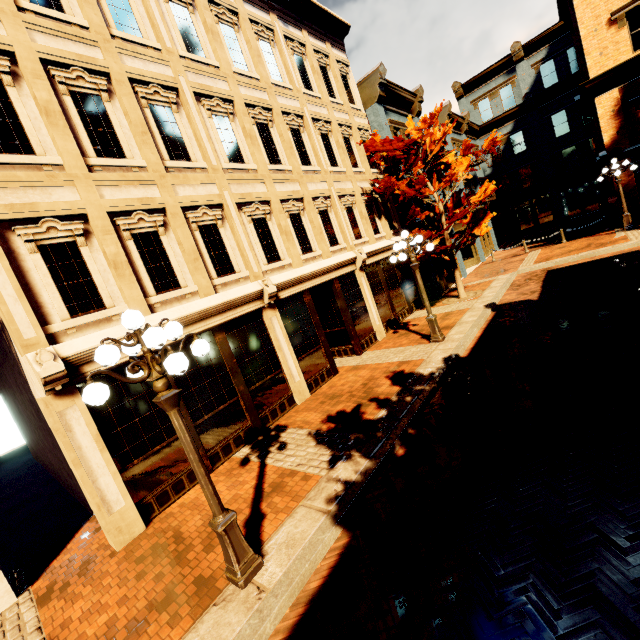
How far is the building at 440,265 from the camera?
16.5 meters

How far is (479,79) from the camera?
28.52m

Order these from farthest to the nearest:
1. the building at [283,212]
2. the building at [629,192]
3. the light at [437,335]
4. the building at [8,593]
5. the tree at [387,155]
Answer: the building at [629,192] → the tree at [387,155] → the light at [437,335] → the building at [283,212] → the building at [8,593]

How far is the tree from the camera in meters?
12.3 m

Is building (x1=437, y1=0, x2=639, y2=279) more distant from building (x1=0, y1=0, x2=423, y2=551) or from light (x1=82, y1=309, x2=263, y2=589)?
light (x1=82, y1=309, x2=263, y2=589)

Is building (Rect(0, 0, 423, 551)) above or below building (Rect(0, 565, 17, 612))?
above

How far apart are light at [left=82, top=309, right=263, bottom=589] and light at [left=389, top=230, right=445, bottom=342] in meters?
7.1

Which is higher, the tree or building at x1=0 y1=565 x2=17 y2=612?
the tree
